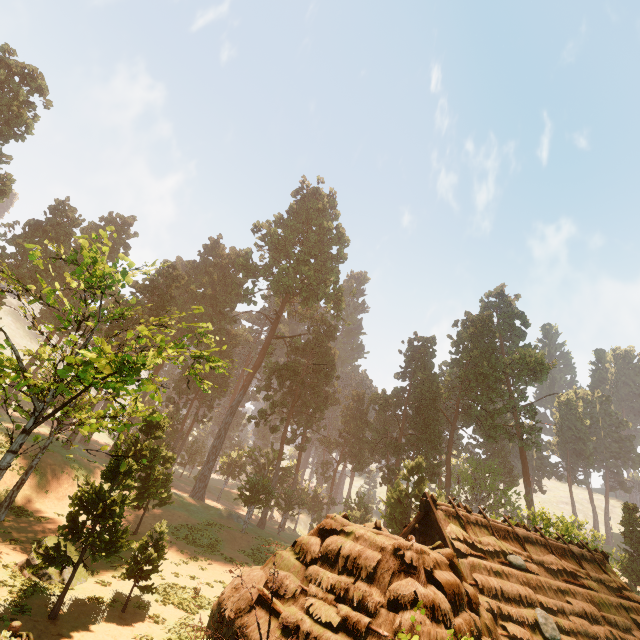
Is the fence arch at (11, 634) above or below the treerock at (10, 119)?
below

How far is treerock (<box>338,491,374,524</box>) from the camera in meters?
42.5 m

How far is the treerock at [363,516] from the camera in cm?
4250

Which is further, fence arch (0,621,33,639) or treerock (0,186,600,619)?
treerock (0,186,600,619)

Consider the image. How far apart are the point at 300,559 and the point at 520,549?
12.5m

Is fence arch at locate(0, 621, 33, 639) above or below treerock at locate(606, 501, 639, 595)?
below

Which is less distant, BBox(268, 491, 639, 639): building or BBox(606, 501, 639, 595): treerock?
BBox(268, 491, 639, 639): building
